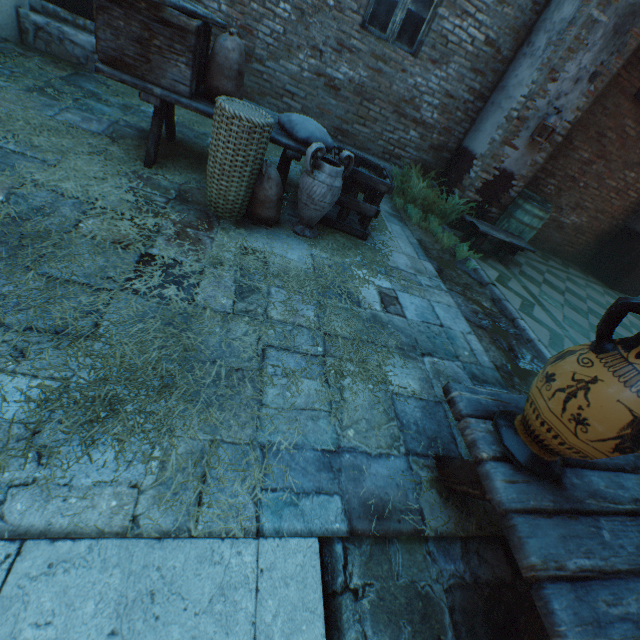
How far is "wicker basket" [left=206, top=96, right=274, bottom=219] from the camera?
2.6 meters

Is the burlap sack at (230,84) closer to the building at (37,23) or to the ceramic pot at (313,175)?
the ceramic pot at (313,175)

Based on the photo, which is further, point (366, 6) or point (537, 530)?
point (366, 6)

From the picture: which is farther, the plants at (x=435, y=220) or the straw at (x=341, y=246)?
the plants at (x=435, y=220)

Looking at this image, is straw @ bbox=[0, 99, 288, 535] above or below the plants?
below

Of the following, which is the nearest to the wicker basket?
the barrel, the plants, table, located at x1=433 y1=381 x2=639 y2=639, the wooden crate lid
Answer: the wooden crate lid

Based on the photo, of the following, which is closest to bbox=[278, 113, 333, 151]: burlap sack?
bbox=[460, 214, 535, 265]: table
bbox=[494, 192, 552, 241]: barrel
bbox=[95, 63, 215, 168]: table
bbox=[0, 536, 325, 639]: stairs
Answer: bbox=[95, 63, 215, 168]: table

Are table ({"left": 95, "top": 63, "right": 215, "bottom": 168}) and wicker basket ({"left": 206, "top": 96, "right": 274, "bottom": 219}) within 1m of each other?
yes
